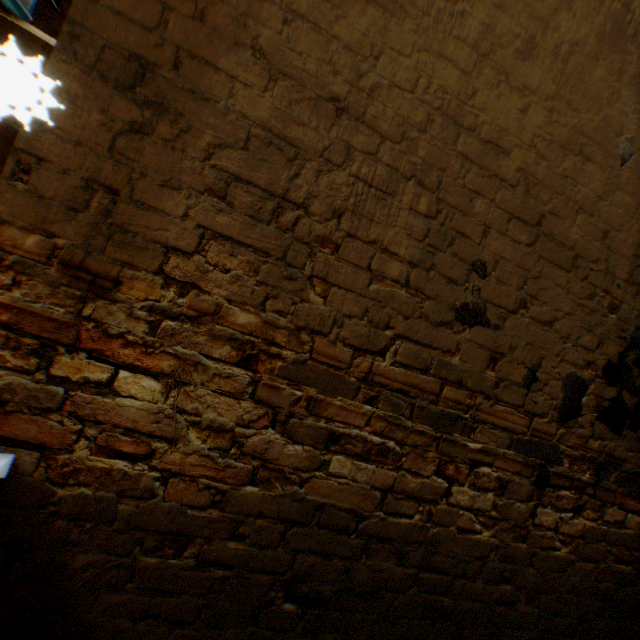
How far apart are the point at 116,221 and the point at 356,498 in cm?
178
